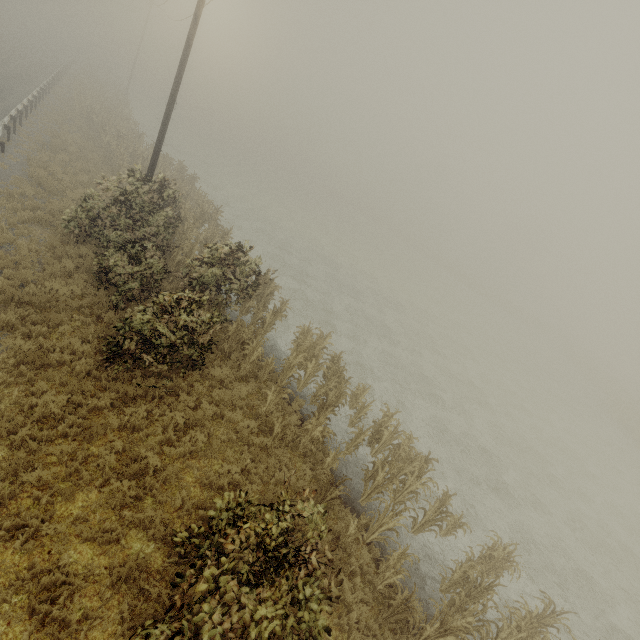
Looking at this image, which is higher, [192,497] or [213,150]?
[192,497]

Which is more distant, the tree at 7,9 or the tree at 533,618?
the tree at 7,9

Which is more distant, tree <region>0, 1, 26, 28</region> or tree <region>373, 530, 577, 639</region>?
tree <region>0, 1, 26, 28</region>
